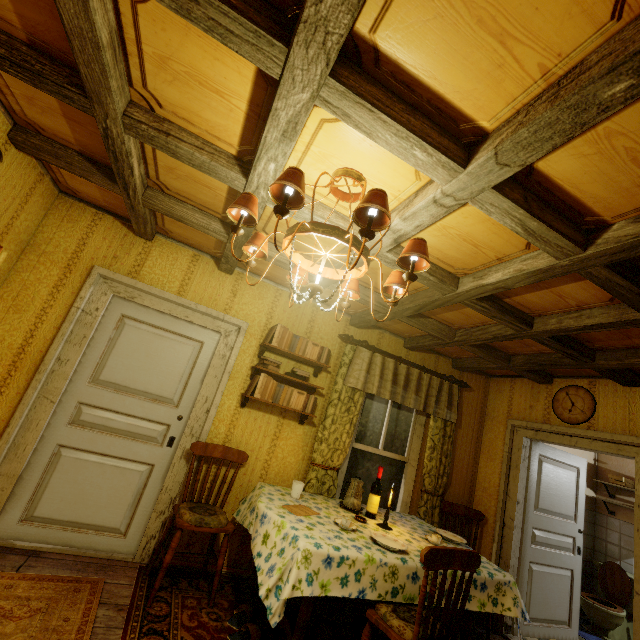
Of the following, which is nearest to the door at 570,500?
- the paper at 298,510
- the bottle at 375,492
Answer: the bottle at 375,492

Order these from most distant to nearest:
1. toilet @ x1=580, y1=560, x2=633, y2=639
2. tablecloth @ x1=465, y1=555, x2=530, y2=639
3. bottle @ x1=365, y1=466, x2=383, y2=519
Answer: toilet @ x1=580, y1=560, x2=633, y2=639 → bottle @ x1=365, y1=466, x2=383, y2=519 → tablecloth @ x1=465, y1=555, x2=530, y2=639

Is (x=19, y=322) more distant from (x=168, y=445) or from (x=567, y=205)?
(x=567, y=205)

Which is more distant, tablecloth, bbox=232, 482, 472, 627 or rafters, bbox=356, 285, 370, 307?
rafters, bbox=356, 285, 370, 307

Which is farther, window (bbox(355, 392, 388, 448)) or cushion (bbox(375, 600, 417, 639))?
window (bbox(355, 392, 388, 448))

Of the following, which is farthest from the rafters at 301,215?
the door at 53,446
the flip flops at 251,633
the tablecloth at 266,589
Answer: the flip flops at 251,633

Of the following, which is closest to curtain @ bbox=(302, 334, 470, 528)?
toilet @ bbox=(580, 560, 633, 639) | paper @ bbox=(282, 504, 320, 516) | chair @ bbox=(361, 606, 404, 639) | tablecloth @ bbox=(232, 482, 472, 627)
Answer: tablecloth @ bbox=(232, 482, 472, 627)

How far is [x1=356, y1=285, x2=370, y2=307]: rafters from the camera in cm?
311
